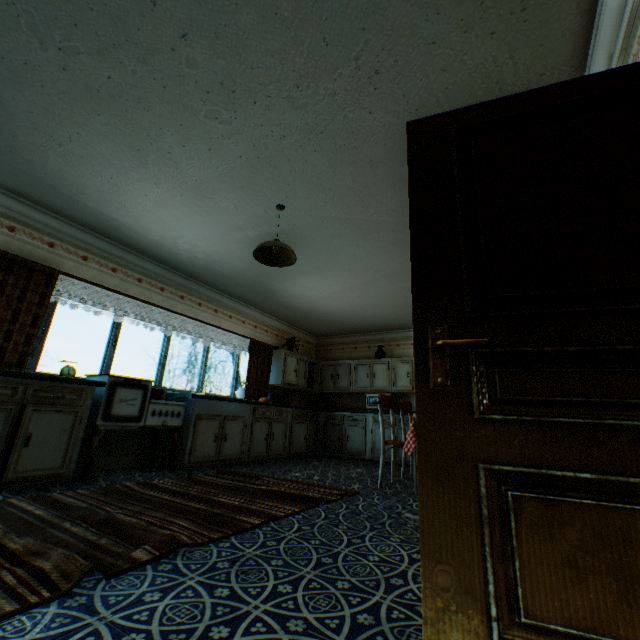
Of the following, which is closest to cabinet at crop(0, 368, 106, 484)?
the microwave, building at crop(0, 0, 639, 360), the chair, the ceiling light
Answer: building at crop(0, 0, 639, 360)

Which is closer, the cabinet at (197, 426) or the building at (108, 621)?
the building at (108, 621)

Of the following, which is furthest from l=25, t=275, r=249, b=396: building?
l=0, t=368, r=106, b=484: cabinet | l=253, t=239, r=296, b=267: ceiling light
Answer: l=253, t=239, r=296, b=267: ceiling light

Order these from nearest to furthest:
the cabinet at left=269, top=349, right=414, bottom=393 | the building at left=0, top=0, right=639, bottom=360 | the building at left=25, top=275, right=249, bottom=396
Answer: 1. the building at left=0, top=0, right=639, bottom=360
2. the building at left=25, top=275, right=249, bottom=396
3. the cabinet at left=269, top=349, right=414, bottom=393

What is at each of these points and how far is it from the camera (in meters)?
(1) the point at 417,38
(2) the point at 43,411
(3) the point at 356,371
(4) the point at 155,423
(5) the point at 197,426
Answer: (1) building, 2.06
(2) cabinet, 3.35
(3) cabinet, 8.37
(4) oven, 4.50
(5) cabinet, 5.00

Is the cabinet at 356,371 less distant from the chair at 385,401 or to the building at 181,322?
the building at 181,322

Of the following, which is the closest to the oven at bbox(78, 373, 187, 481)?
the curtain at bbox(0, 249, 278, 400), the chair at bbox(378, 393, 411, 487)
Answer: the curtain at bbox(0, 249, 278, 400)

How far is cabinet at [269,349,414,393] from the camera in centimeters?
764cm
